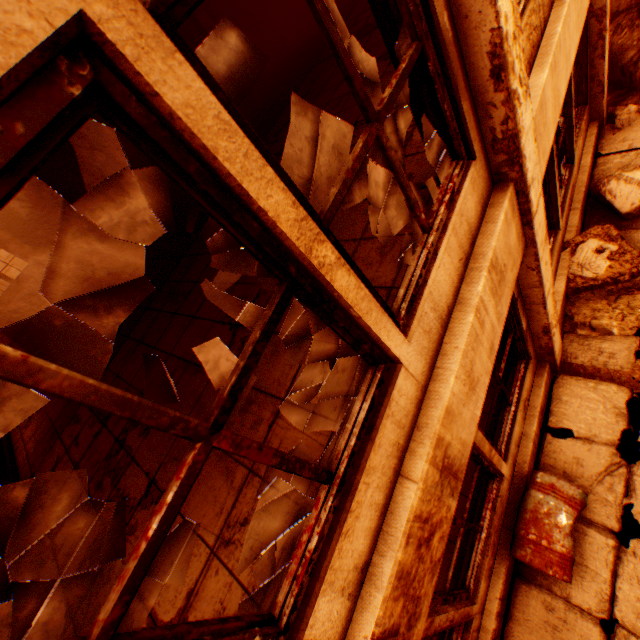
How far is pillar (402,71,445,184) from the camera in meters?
2.1 m

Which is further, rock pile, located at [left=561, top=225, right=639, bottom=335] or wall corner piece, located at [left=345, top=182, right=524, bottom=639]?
rock pile, located at [left=561, top=225, right=639, bottom=335]

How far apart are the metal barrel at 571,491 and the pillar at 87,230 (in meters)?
10.54

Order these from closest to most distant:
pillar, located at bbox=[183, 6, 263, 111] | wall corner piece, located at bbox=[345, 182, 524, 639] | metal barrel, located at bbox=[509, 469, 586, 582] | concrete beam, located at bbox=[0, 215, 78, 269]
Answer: wall corner piece, located at bbox=[345, 182, 524, 639] → metal barrel, located at bbox=[509, 469, 586, 582] → pillar, located at bbox=[183, 6, 263, 111] → concrete beam, located at bbox=[0, 215, 78, 269]

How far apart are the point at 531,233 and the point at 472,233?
0.86m

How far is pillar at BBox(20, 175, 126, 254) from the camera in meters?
7.8

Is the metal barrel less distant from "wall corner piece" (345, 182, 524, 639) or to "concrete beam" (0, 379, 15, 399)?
"wall corner piece" (345, 182, 524, 639)

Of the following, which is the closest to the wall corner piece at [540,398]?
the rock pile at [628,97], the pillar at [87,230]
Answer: the rock pile at [628,97]
